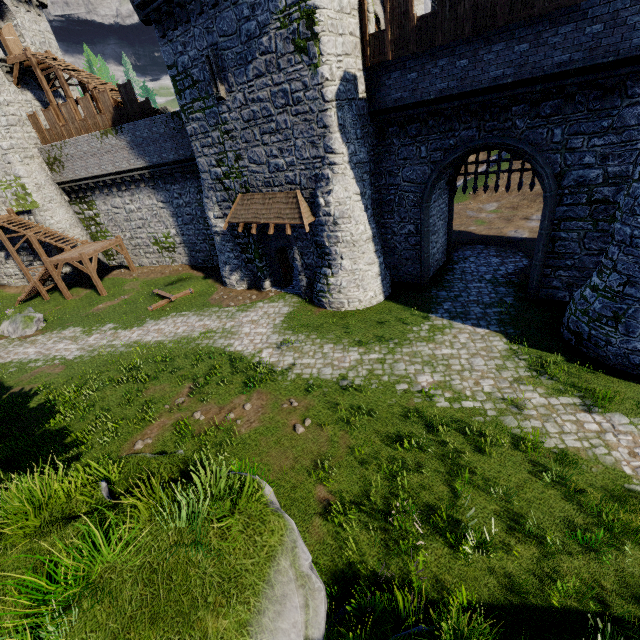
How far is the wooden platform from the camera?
22.4m

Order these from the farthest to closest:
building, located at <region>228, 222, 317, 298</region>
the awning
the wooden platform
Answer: the wooden platform
building, located at <region>228, 222, 317, 298</region>
the awning

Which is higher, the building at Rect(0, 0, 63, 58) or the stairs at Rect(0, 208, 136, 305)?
the building at Rect(0, 0, 63, 58)

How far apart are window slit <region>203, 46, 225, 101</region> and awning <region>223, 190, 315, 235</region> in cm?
408

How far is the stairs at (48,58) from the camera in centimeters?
2184cm

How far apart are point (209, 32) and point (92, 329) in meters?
16.7 m

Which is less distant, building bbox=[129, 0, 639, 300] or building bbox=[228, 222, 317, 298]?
building bbox=[129, 0, 639, 300]

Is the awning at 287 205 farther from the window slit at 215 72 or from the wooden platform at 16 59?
the wooden platform at 16 59
